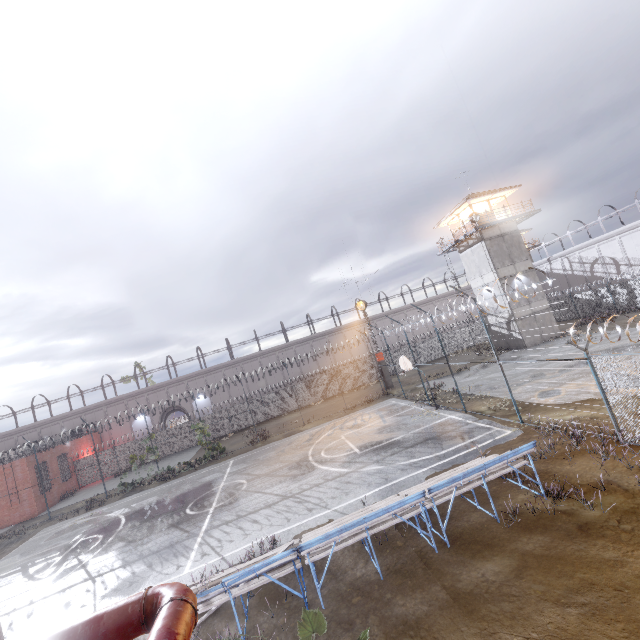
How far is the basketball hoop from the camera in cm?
1930

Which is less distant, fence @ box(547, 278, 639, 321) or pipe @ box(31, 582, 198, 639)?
pipe @ box(31, 582, 198, 639)

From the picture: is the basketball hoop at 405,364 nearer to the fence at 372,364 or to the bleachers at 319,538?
the fence at 372,364

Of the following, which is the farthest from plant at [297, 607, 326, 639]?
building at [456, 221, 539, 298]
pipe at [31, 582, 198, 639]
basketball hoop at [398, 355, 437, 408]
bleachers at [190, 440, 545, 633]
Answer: building at [456, 221, 539, 298]

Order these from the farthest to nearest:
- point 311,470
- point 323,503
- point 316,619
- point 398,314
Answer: → point 398,314 → point 311,470 → point 323,503 → point 316,619

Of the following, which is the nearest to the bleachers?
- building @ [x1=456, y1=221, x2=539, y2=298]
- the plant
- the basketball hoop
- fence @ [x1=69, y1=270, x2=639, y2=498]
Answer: the plant

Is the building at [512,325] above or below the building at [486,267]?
below

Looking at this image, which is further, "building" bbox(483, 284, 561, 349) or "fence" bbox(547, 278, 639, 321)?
"fence" bbox(547, 278, 639, 321)
